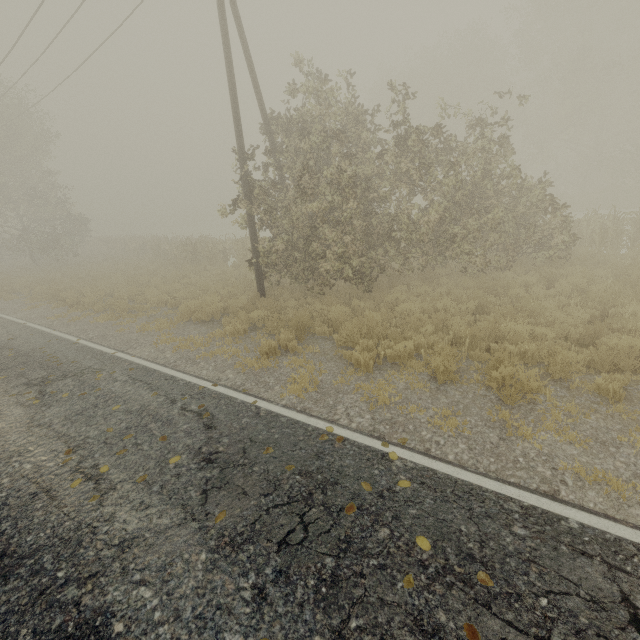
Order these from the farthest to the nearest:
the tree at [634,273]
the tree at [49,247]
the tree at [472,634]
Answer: the tree at [49,247] → the tree at [634,273] → the tree at [472,634]

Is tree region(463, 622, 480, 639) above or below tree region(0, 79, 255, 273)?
below

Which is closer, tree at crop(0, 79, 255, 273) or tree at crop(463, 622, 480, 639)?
tree at crop(463, 622, 480, 639)

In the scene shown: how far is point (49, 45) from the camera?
14.4 meters

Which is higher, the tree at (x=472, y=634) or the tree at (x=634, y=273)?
the tree at (x=634, y=273)

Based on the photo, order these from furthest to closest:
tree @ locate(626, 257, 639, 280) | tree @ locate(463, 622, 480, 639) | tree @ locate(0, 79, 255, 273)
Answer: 1. tree @ locate(0, 79, 255, 273)
2. tree @ locate(626, 257, 639, 280)
3. tree @ locate(463, 622, 480, 639)
